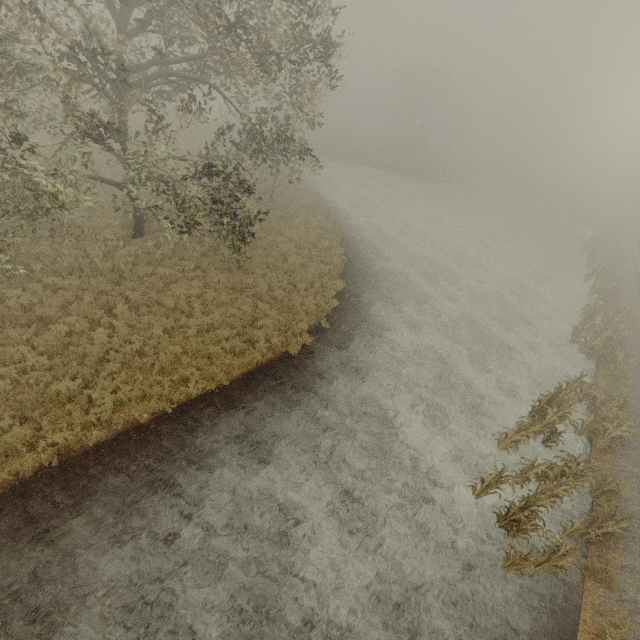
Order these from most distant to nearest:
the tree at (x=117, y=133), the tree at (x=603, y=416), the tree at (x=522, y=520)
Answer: the tree at (x=603, y=416) → the tree at (x=117, y=133) → the tree at (x=522, y=520)

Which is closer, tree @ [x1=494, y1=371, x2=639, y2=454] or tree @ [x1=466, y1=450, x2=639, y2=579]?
tree @ [x1=466, y1=450, x2=639, y2=579]

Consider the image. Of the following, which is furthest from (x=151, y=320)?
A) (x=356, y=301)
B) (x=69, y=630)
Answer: (x=356, y=301)

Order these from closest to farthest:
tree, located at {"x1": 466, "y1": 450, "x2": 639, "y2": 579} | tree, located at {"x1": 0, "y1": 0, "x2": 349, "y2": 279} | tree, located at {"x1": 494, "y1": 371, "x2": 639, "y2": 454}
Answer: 1. tree, located at {"x1": 466, "y1": 450, "x2": 639, "y2": 579}
2. tree, located at {"x1": 0, "y1": 0, "x2": 349, "y2": 279}
3. tree, located at {"x1": 494, "y1": 371, "x2": 639, "y2": 454}

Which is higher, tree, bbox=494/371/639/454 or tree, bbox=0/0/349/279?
tree, bbox=0/0/349/279

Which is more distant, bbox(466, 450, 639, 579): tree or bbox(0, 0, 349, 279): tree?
bbox(0, 0, 349, 279): tree

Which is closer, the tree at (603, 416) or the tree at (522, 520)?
the tree at (522, 520)
